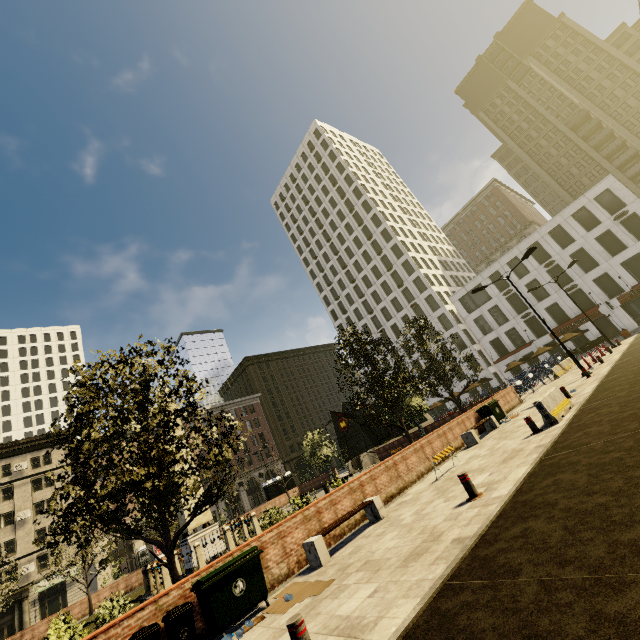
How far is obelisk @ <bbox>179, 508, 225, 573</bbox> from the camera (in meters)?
18.42

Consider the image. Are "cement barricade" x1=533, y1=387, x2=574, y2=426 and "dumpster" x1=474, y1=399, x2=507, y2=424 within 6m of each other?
yes

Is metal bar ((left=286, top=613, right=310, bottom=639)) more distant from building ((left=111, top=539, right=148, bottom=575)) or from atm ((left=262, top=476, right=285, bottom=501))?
atm ((left=262, top=476, right=285, bottom=501))

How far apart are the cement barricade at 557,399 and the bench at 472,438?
3.6 meters

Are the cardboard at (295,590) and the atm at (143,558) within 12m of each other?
no

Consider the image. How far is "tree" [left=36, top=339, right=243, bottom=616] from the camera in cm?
827

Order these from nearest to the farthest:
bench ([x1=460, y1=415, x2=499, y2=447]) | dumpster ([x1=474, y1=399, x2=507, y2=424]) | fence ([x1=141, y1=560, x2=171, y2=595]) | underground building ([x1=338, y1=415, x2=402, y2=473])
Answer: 1. bench ([x1=460, y1=415, x2=499, y2=447])
2. fence ([x1=141, y1=560, x2=171, y2=595])
3. dumpster ([x1=474, y1=399, x2=507, y2=424])
4. underground building ([x1=338, y1=415, x2=402, y2=473])

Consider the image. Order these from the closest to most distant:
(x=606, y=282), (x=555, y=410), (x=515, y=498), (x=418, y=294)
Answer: (x=515, y=498) → (x=555, y=410) → (x=606, y=282) → (x=418, y=294)
